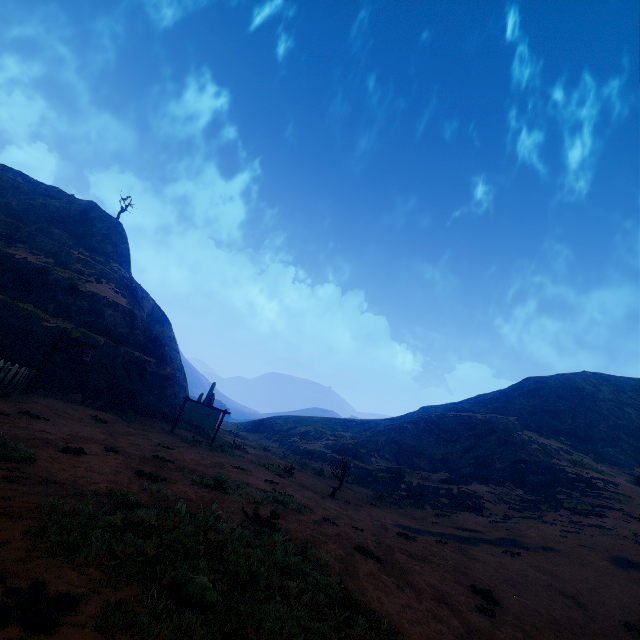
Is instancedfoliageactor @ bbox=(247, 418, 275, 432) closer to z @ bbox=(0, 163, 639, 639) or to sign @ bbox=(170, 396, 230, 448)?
z @ bbox=(0, 163, 639, 639)

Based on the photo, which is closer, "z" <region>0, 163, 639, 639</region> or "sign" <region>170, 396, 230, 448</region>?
"z" <region>0, 163, 639, 639</region>

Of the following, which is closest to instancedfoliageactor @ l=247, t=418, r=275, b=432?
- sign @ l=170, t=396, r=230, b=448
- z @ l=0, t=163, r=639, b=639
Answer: z @ l=0, t=163, r=639, b=639

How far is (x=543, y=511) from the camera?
18.28m

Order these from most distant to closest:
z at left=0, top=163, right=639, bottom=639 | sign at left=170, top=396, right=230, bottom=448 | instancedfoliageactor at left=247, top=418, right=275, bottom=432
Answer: instancedfoliageactor at left=247, top=418, right=275, bottom=432
sign at left=170, top=396, right=230, bottom=448
z at left=0, top=163, right=639, bottom=639

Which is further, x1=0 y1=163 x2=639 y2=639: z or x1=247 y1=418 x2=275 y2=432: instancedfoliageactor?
x1=247 y1=418 x2=275 y2=432: instancedfoliageactor

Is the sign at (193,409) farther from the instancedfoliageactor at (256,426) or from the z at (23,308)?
the instancedfoliageactor at (256,426)

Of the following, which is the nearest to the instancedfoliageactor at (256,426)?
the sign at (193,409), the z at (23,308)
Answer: the z at (23,308)
